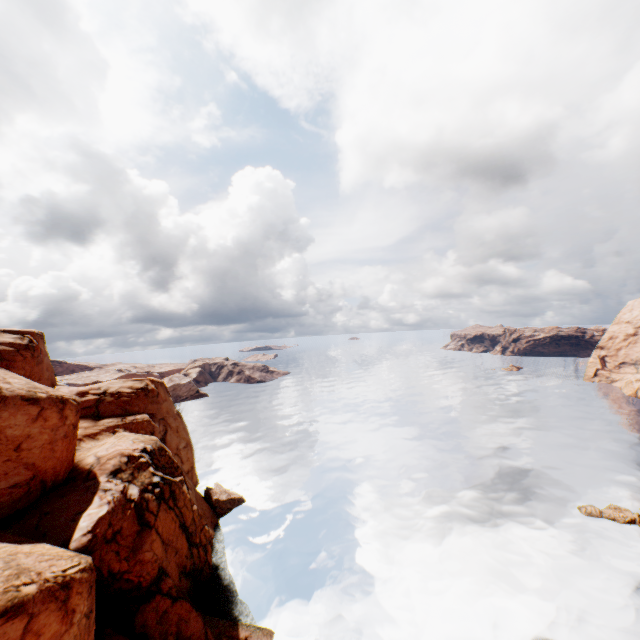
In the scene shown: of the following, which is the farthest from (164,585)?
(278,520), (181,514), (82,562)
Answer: (278,520)

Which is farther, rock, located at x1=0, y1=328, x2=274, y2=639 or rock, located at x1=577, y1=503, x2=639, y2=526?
rock, located at x1=577, y1=503, x2=639, y2=526

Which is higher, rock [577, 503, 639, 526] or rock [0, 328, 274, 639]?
rock [0, 328, 274, 639]

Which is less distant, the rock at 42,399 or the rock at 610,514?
the rock at 42,399

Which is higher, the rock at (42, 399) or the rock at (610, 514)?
the rock at (42, 399)
